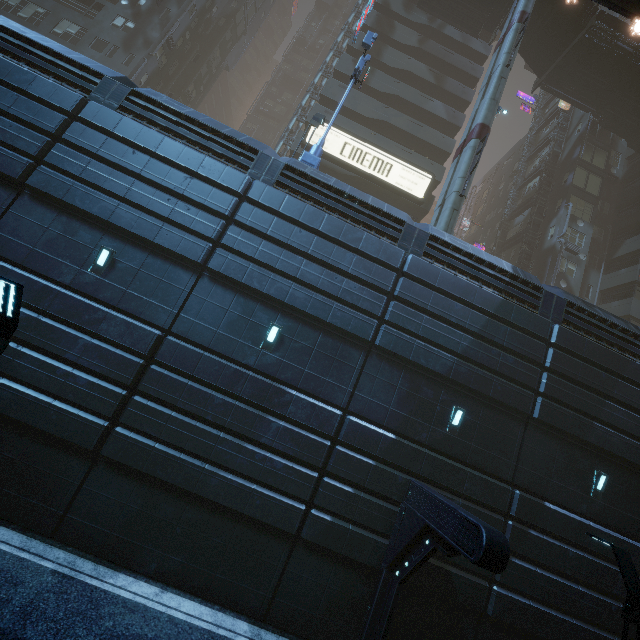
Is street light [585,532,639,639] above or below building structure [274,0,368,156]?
below

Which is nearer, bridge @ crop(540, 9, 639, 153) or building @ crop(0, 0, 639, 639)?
building @ crop(0, 0, 639, 639)

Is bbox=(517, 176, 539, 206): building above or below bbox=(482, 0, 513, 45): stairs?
below

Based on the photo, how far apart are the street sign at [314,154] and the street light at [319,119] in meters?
0.8

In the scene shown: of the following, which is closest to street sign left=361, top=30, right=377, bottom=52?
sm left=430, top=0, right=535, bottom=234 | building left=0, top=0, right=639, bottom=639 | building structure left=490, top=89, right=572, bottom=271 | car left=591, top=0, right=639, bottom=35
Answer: building left=0, top=0, right=639, bottom=639

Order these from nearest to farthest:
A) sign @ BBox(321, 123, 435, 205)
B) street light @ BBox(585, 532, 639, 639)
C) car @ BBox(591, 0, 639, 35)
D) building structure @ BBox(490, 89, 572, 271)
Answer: street light @ BBox(585, 532, 639, 639) < car @ BBox(591, 0, 639, 35) < sign @ BBox(321, 123, 435, 205) < building structure @ BBox(490, 89, 572, 271)

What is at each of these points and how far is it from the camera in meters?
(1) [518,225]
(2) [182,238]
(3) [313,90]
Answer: (1) building, 33.1
(2) building, 10.2
(3) building structure, 31.1

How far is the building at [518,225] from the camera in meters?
31.9
